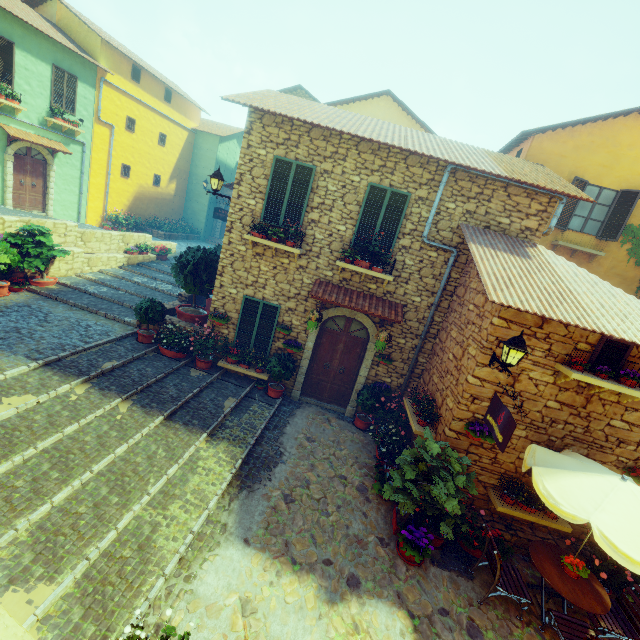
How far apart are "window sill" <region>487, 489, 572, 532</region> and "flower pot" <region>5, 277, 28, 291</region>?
14.2 meters

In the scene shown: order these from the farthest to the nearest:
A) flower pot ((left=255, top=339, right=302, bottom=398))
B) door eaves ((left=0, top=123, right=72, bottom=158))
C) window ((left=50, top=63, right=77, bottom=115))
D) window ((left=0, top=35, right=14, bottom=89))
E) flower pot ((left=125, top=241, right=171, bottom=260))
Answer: flower pot ((left=125, top=241, right=171, bottom=260)) < window ((left=50, top=63, right=77, bottom=115)) < door eaves ((left=0, top=123, right=72, bottom=158)) < window ((left=0, top=35, right=14, bottom=89)) < flower pot ((left=255, top=339, right=302, bottom=398))

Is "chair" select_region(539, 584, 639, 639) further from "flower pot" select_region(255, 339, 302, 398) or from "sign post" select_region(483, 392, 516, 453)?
"flower pot" select_region(255, 339, 302, 398)

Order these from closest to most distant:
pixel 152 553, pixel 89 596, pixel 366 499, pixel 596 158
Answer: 1. pixel 89 596
2. pixel 152 553
3. pixel 366 499
4. pixel 596 158

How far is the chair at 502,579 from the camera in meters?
5.4

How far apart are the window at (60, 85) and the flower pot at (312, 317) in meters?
16.0 m

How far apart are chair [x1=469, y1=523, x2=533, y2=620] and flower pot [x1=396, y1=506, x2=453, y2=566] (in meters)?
0.56

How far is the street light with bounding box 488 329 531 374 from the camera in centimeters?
535cm
